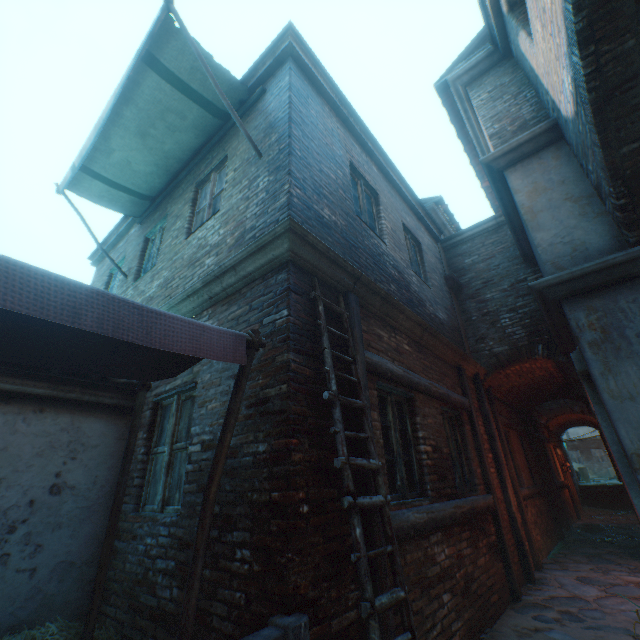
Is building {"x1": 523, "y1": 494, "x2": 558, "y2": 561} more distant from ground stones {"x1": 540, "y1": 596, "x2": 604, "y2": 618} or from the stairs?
the stairs

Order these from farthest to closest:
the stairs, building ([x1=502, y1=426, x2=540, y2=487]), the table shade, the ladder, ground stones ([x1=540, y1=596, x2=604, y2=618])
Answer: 1. the stairs
2. building ([x1=502, y1=426, x2=540, y2=487])
3. ground stones ([x1=540, y1=596, x2=604, y2=618])
4. the ladder
5. the table shade

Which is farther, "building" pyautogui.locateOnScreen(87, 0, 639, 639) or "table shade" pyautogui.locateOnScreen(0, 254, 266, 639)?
"building" pyautogui.locateOnScreen(87, 0, 639, 639)

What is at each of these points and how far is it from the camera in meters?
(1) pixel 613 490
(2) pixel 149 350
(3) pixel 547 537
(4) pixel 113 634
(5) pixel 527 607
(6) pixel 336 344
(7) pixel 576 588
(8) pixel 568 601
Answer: (1) stairs, 16.5 m
(2) table shade, 2.2 m
(3) building, 8.1 m
(4) straw pile, 2.7 m
(5) ground stones, 4.6 m
(6) building, 3.4 m
(7) ground stones, 5.3 m
(8) ground stones, 4.7 m

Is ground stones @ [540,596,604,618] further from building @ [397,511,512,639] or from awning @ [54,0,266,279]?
awning @ [54,0,266,279]

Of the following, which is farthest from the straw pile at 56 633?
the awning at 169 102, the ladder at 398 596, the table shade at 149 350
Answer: the awning at 169 102

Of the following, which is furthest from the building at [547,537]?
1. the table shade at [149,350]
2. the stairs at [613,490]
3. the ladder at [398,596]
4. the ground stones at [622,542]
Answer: the stairs at [613,490]

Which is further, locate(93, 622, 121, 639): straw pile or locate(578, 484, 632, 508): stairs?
locate(578, 484, 632, 508): stairs
